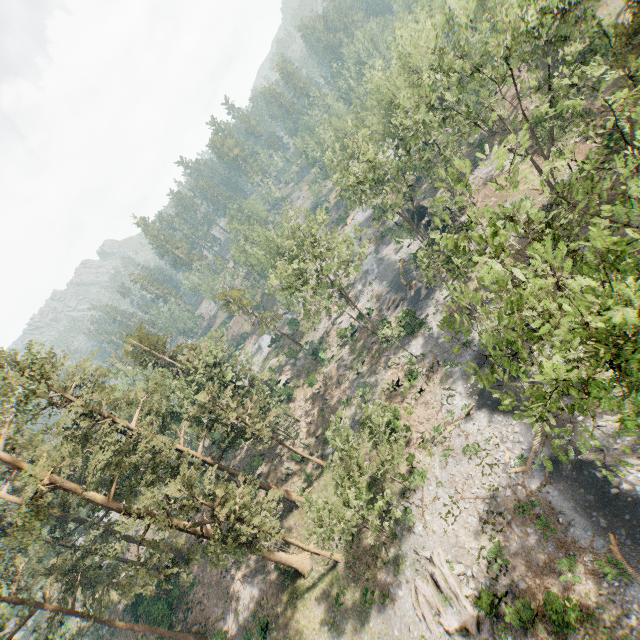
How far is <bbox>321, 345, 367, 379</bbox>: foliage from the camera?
45.2m

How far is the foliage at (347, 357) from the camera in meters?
45.2 m

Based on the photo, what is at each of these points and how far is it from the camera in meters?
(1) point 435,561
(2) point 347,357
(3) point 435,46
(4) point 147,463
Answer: (1) foliage, 22.8
(2) foliage, 46.9
(3) foliage, 25.6
(4) foliage, 44.1

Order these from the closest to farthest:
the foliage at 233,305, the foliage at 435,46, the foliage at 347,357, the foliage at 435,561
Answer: the foliage at 435,46, the foliage at 435,561, the foliage at 347,357, the foliage at 233,305

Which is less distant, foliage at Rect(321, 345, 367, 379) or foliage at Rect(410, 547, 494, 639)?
foliage at Rect(410, 547, 494, 639)

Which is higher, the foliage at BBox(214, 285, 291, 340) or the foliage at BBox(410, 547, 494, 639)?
the foliage at BBox(214, 285, 291, 340)
